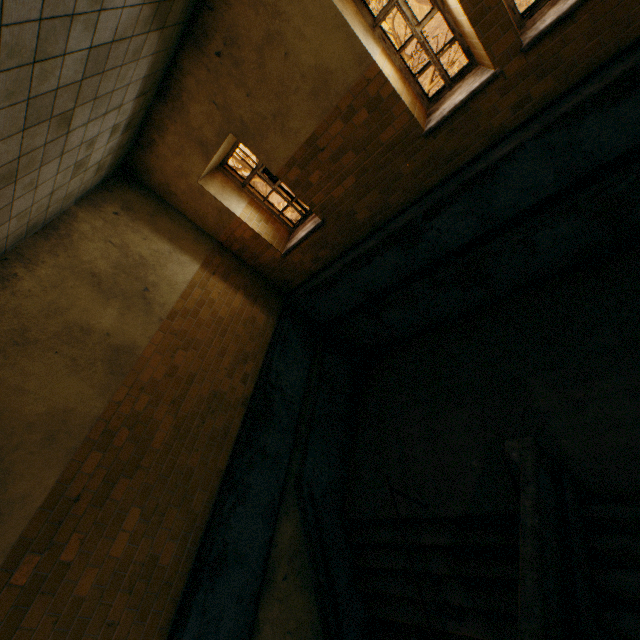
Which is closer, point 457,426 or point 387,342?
point 457,426
